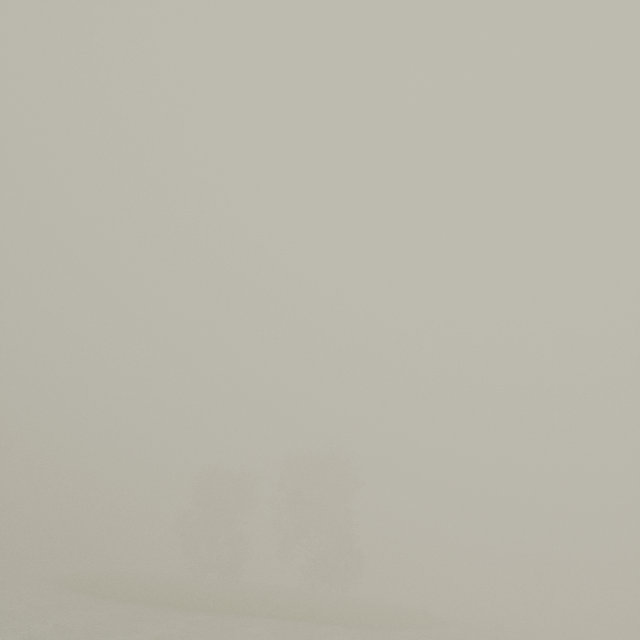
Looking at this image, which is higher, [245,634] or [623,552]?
[623,552]
